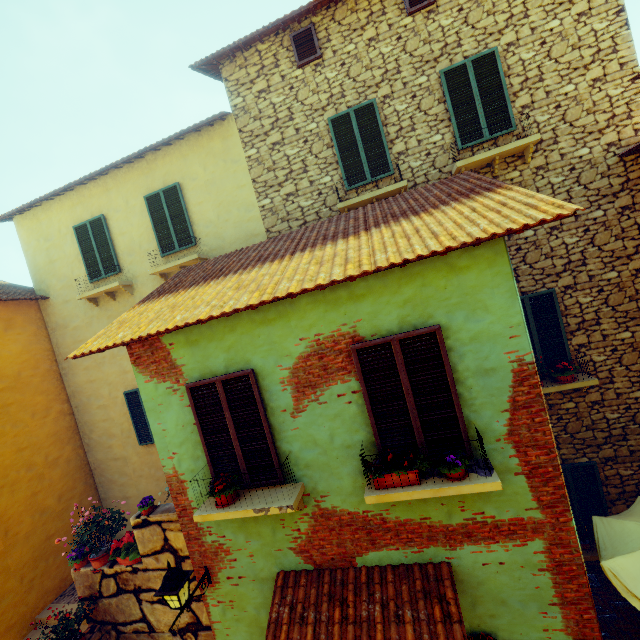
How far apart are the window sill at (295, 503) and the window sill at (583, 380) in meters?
4.8 m

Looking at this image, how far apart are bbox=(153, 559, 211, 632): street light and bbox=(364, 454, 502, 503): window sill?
2.8 meters

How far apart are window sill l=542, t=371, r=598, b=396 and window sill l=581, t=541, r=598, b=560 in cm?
339

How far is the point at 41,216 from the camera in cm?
947

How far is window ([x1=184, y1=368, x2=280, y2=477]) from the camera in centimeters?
448cm

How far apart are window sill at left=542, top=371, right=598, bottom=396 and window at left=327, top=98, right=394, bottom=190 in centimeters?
497cm

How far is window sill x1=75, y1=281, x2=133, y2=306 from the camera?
8.6m

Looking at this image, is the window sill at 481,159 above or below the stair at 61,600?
above
